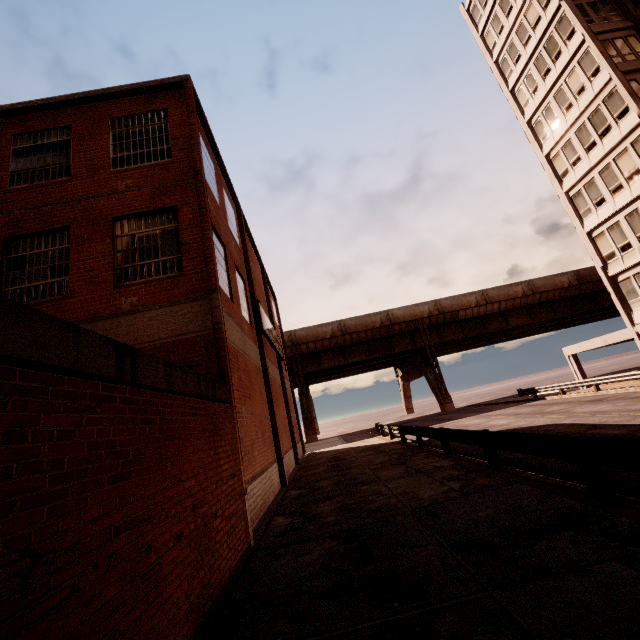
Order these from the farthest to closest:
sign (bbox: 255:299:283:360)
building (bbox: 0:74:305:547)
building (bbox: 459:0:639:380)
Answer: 1. building (bbox: 459:0:639:380)
2. sign (bbox: 255:299:283:360)
3. building (bbox: 0:74:305:547)

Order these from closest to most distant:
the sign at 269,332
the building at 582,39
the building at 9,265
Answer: the building at 9,265 < the sign at 269,332 < the building at 582,39

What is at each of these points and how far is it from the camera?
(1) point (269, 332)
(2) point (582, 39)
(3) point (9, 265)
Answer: (1) sign, 17.2 meters
(2) building, 21.7 meters
(3) building, 9.2 meters

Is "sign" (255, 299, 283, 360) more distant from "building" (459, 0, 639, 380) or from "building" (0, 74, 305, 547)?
"building" (459, 0, 639, 380)

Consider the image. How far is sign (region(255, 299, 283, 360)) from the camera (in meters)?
15.12

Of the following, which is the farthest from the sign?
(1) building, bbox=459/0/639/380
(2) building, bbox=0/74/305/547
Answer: (1) building, bbox=459/0/639/380

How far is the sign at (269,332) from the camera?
15.1 meters
